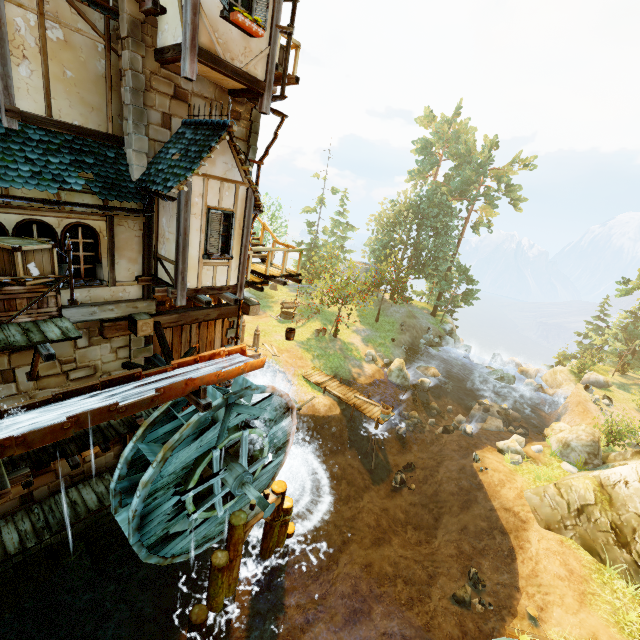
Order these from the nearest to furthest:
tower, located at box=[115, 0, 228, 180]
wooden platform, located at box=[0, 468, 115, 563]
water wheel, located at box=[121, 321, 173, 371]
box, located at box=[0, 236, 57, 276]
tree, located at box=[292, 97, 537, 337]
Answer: box, located at box=[0, 236, 57, 276] → tower, located at box=[115, 0, 228, 180] → wooden platform, located at box=[0, 468, 115, 563] → water wheel, located at box=[121, 321, 173, 371] → tree, located at box=[292, 97, 537, 337]

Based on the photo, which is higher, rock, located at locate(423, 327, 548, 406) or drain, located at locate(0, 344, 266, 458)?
drain, located at locate(0, 344, 266, 458)

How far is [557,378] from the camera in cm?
3206

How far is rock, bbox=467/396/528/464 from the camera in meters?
19.3 m

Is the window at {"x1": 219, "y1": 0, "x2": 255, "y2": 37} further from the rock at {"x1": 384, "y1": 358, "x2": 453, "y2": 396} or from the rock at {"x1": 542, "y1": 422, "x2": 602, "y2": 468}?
the rock at {"x1": 542, "y1": 422, "x2": 602, "y2": 468}

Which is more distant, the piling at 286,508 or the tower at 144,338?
the piling at 286,508

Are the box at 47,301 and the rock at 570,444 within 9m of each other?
no

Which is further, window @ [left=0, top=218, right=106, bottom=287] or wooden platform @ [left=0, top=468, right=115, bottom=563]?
wooden platform @ [left=0, top=468, right=115, bottom=563]
